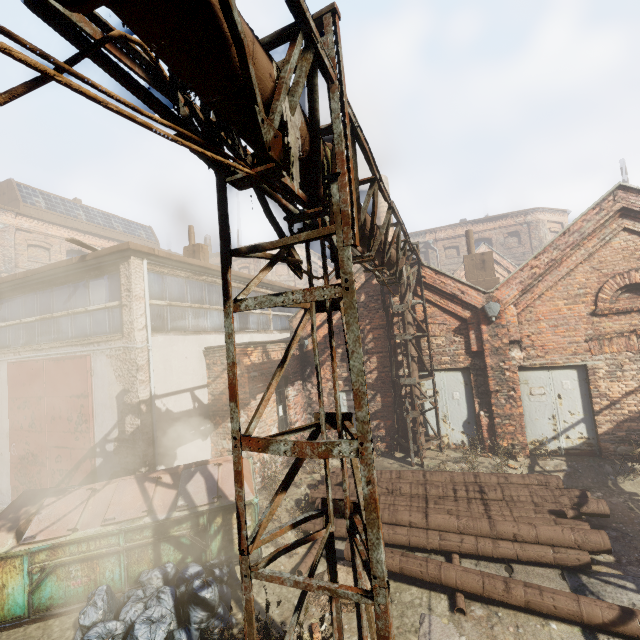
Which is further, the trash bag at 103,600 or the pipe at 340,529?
the pipe at 340,529

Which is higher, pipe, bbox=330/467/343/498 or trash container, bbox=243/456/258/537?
trash container, bbox=243/456/258/537

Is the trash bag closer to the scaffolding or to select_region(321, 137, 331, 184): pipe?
the scaffolding

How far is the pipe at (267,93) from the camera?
2.04m

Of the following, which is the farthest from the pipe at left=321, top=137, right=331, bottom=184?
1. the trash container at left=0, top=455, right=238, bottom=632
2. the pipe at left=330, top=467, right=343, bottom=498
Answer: the trash container at left=0, top=455, right=238, bottom=632

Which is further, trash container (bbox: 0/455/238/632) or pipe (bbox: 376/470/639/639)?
trash container (bbox: 0/455/238/632)

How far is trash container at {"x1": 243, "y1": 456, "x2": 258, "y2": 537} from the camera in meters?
5.8

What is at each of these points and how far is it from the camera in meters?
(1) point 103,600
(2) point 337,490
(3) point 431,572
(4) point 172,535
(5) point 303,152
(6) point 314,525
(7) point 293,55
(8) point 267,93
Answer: (1) trash bag, 4.5
(2) pipe, 7.5
(3) pipe, 5.1
(4) trash container, 5.5
(5) pipe, 3.0
(6) pipe, 6.7
(7) scaffolding, 2.3
(8) pipe, 2.3
